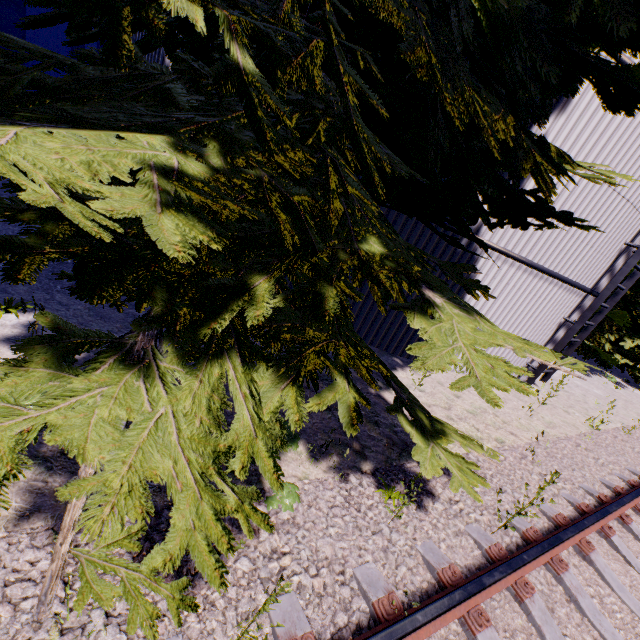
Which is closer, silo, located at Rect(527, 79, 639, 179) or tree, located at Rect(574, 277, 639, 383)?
silo, located at Rect(527, 79, 639, 179)

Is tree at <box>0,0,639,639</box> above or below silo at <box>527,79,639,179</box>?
below

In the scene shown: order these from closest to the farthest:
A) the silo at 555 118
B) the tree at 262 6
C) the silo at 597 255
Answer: the tree at 262 6, the silo at 555 118, the silo at 597 255

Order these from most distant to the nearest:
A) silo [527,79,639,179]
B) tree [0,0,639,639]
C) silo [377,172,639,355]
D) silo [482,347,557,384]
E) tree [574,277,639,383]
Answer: tree [574,277,639,383], silo [482,347,557,384], silo [377,172,639,355], silo [527,79,639,179], tree [0,0,639,639]

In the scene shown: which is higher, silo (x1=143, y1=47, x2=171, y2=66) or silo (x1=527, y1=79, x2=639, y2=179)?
silo (x1=527, y1=79, x2=639, y2=179)

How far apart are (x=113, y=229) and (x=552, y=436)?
8.2 meters

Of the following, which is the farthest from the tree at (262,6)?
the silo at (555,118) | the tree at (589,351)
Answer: the tree at (589,351)

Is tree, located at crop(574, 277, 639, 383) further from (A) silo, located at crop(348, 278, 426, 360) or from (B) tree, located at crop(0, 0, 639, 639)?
(B) tree, located at crop(0, 0, 639, 639)
